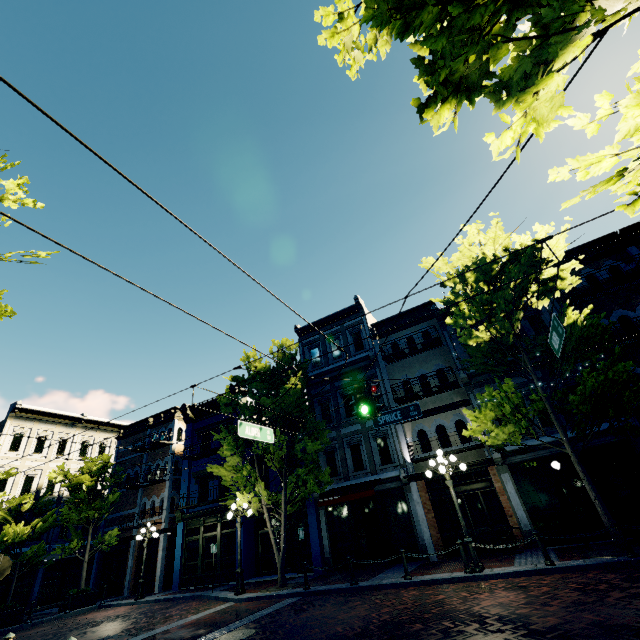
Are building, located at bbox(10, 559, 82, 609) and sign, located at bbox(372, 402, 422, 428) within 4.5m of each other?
no

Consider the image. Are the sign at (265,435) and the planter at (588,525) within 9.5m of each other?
no

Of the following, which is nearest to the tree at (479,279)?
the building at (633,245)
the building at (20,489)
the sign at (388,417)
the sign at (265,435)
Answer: the building at (633,245)

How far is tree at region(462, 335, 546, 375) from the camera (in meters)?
12.26

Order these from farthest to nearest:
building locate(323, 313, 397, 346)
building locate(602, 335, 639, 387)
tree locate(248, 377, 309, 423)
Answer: building locate(323, 313, 397, 346)
tree locate(248, 377, 309, 423)
building locate(602, 335, 639, 387)

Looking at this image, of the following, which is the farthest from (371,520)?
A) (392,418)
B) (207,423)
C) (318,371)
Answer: (207,423)

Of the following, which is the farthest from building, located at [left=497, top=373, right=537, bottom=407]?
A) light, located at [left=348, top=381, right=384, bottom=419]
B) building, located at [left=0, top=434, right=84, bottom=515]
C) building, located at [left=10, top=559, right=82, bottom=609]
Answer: light, located at [left=348, top=381, right=384, bottom=419]

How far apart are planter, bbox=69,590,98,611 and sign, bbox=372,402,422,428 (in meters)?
20.71
